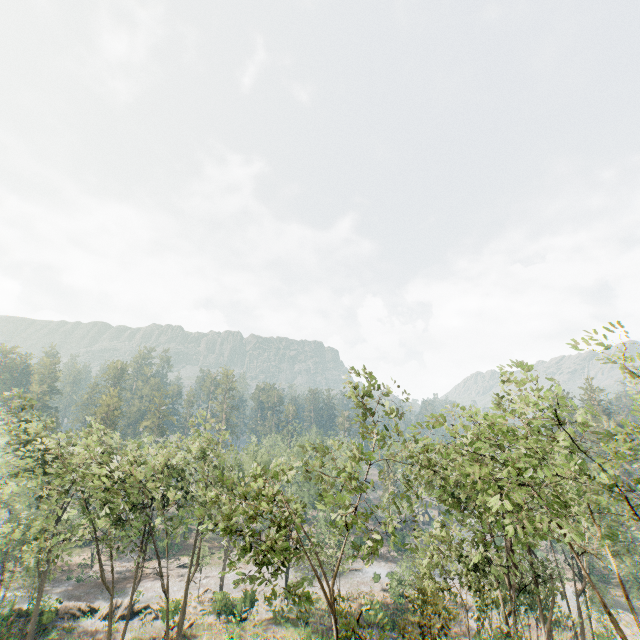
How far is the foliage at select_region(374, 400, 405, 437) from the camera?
16.23m

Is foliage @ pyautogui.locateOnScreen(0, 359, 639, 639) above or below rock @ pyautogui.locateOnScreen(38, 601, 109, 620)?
above

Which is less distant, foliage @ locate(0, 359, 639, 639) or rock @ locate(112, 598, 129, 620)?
foliage @ locate(0, 359, 639, 639)

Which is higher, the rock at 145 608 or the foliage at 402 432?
the foliage at 402 432

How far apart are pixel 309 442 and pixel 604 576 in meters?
64.9

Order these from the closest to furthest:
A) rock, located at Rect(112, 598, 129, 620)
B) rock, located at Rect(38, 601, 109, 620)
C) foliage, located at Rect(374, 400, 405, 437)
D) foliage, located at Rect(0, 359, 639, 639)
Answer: foliage, located at Rect(0, 359, 639, 639) < foliage, located at Rect(374, 400, 405, 437) < rock, located at Rect(38, 601, 109, 620) < rock, located at Rect(112, 598, 129, 620)

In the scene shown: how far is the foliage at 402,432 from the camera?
16.23m

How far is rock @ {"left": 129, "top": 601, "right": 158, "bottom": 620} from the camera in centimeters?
3505cm
